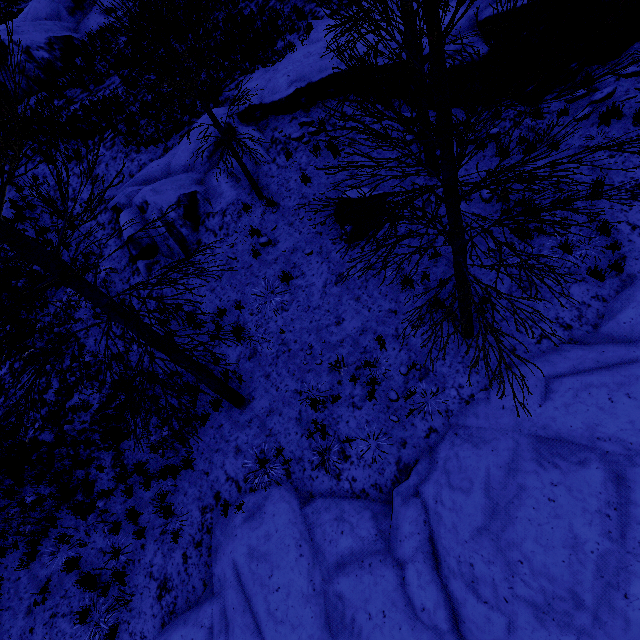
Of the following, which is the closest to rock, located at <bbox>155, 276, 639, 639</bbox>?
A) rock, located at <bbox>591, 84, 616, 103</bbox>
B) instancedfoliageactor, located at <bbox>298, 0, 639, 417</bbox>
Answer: instancedfoliageactor, located at <bbox>298, 0, 639, 417</bbox>

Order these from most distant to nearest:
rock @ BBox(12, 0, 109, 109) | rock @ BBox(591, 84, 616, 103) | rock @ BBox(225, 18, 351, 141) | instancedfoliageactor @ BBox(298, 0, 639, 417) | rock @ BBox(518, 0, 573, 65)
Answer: rock @ BBox(12, 0, 109, 109) → rock @ BBox(225, 18, 351, 141) → rock @ BBox(591, 84, 616, 103) → rock @ BBox(518, 0, 573, 65) → instancedfoliageactor @ BBox(298, 0, 639, 417)

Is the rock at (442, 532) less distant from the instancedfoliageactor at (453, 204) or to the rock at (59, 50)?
the instancedfoliageactor at (453, 204)

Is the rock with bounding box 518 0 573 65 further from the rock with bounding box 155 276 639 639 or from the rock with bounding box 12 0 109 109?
the rock with bounding box 12 0 109 109

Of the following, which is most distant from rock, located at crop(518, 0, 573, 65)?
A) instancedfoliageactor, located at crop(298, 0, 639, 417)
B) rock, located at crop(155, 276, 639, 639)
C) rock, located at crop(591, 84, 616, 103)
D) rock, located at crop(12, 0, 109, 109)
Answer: rock, located at crop(12, 0, 109, 109)

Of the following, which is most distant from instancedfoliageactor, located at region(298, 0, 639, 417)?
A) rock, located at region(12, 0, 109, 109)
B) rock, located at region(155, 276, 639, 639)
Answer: rock, located at region(12, 0, 109, 109)

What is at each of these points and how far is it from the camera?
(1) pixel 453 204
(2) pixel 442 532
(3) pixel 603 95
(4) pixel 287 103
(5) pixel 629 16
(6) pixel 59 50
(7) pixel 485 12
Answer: (1) instancedfoliageactor, 3.3m
(2) rock, 5.5m
(3) rock, 7.7m
(4) rock, 10.2m
(5) rock, 7.4m
(6) rock, 16.2m
(7) rock, 7.9m

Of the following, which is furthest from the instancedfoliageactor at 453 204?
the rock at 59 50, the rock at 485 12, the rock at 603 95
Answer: the rock at 59 50
